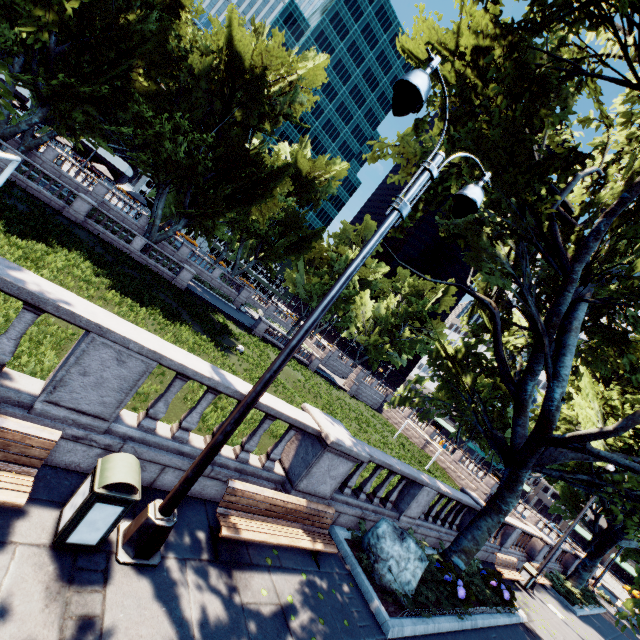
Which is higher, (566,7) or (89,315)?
(566,7)

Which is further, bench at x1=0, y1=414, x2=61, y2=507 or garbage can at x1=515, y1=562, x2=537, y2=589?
garbage can at x1=515, y1=562, x2=537, y2=589

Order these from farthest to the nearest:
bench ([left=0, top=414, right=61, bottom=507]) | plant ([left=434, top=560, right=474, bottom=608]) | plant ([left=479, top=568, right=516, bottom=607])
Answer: plant ([left=479, top=568, right=516, bottom=607]), plant ([left=434, top=560, right=474, bottom=608]), bench ([left=0, top=414, right=61, bottom=507])

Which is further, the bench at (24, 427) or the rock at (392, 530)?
the rock at (392, 530)

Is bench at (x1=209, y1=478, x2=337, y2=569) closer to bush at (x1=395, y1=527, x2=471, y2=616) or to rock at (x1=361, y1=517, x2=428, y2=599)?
rock at (x1=361, y1=517, x2=428, y2=599)

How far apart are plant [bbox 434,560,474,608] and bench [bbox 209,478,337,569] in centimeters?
461cm

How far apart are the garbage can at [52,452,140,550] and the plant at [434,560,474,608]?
9.1m

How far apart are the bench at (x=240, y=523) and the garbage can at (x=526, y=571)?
14.6 meters
